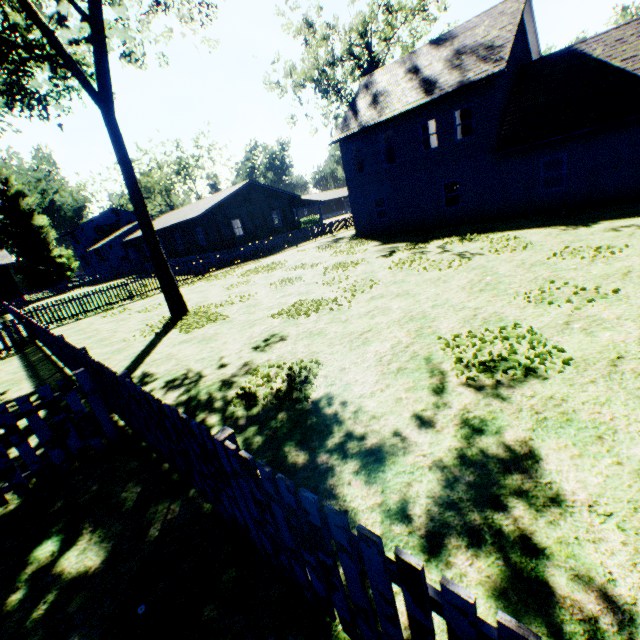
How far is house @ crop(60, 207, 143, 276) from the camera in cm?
4416

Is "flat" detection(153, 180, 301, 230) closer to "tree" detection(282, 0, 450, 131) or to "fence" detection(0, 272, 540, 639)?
"fence" detection(0, 272, 540, 639)

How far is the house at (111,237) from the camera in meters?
44.2

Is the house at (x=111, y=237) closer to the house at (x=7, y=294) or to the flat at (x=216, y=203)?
the flat at (x=216, y=203)

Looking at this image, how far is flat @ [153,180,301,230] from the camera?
29.2m

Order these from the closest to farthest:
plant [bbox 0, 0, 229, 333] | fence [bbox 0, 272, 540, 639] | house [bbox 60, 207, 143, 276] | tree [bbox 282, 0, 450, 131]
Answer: fence [bbox 0, 272, 540, 639] < plant [bbox 0, 0, 229, 333] < tree [bbox 282, 0, 450, 131] < house [bbox 60, 207, 143, 276]

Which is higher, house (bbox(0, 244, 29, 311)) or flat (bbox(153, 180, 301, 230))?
flat (bbox(153, 180, 301, 230))

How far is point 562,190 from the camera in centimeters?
1586cm
